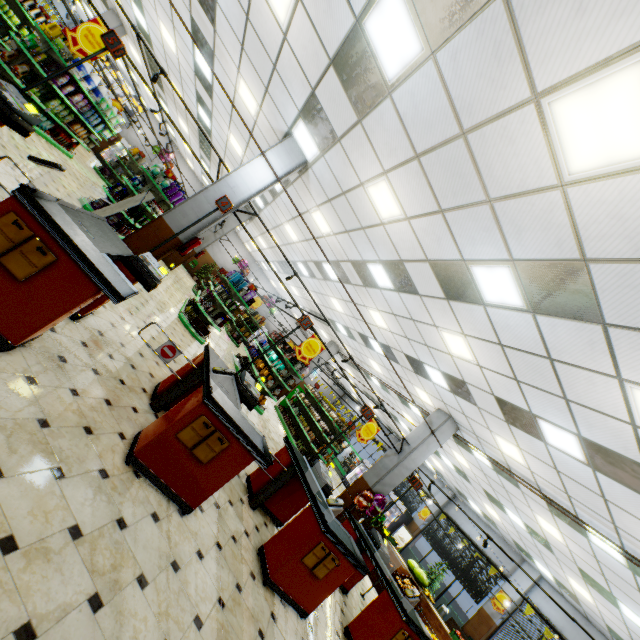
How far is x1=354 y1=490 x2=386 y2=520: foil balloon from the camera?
9.5 meters

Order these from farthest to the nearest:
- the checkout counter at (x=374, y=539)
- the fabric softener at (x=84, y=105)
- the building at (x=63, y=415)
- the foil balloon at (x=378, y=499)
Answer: the foil balloon at (x=378, y=499), the fabric softener at (x=84, y=105), the checkout counter at (x=374, y=539), the building at (x=63, y=415)

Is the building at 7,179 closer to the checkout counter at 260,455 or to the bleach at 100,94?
the checkout counter at 260,455

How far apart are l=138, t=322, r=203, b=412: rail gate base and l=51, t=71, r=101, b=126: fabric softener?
9.75m

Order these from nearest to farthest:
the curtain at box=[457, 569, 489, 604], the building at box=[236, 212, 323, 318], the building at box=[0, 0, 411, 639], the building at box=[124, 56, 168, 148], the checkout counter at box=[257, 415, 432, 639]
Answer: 1. the building at box=[0, 0, 411, 639]
2. the checkout counter at box=[257, 415, 432, 639]
3. the curtain at box=[457, 569, 489, 604]
4. the building at box=[236, 212, 323, 318]
5. the building at box=[124, 56, 168, 148]

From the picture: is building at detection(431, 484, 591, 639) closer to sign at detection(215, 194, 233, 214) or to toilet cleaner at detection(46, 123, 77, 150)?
toilet cleaner at detection(46, 123, 77, 150)

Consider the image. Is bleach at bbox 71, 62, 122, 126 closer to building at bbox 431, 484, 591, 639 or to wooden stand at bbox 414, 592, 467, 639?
building at bbox 431, 484, 591, 639

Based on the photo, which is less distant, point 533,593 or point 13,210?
point 13,210
